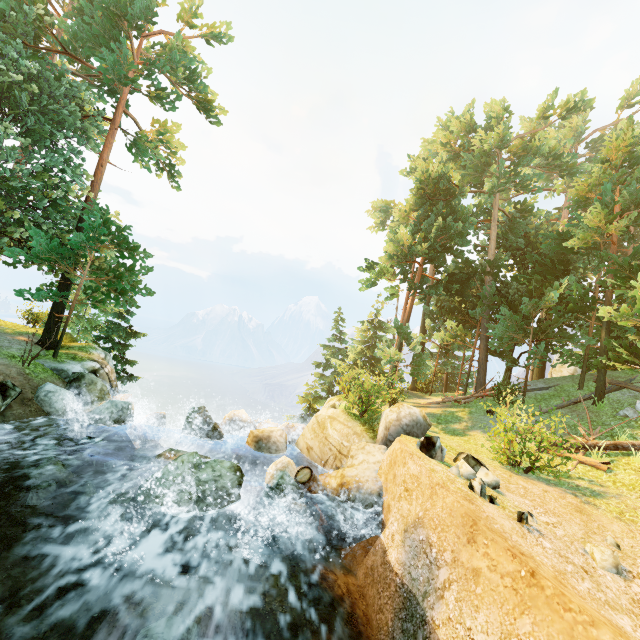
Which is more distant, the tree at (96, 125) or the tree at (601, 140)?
the tree at (601, 140)

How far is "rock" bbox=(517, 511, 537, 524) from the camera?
6.6 meters

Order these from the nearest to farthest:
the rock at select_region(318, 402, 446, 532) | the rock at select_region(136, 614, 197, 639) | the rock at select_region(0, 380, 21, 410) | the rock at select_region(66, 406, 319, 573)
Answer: the rock at select_region(136, 614, 197, 639) < the rock at select_region(66, 406, 319, 573) < the rock at select_region(318, 402, 446, 532) < the rock at select_region(0, 380, 21, 410)

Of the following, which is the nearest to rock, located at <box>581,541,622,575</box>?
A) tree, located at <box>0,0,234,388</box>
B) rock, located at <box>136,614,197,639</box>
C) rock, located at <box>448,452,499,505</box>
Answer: rock, located at <box>448,452,499,505</box>

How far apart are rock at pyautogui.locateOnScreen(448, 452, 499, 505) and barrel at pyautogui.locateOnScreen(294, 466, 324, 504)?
4.1m

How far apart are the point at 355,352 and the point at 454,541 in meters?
21.9 m

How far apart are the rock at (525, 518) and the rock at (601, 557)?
1.08m

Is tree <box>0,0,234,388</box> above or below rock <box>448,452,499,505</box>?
above
